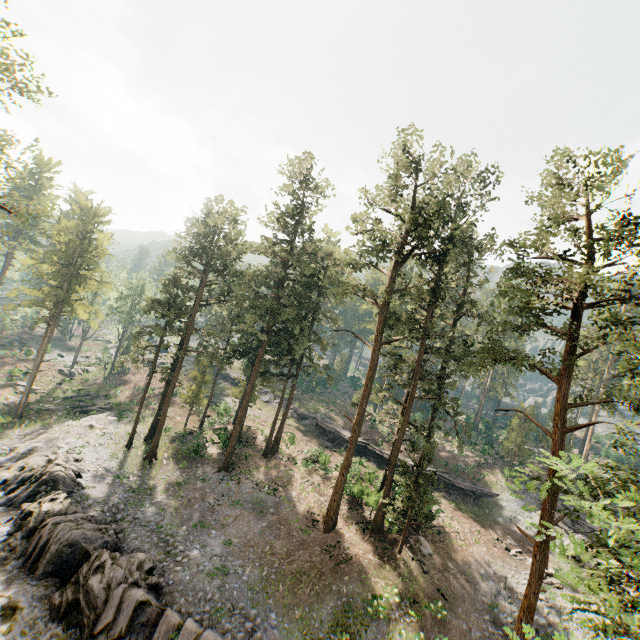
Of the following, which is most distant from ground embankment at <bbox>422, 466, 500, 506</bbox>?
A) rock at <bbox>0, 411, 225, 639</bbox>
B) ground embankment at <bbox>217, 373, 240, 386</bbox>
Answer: rock at <bbox>0, 411, 225, 639</bbox>

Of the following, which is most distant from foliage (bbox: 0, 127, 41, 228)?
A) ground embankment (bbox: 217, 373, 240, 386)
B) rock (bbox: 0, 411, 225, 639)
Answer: ground embankment (bbox: 217, 373, 240, 386)

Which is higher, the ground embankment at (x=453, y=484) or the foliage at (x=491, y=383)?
the foliage at (x=491, y=383)

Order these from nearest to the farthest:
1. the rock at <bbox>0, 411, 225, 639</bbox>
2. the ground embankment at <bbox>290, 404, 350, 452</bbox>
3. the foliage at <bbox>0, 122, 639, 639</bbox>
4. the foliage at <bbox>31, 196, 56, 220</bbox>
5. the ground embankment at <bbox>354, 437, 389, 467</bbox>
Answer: the foliage at <bbox>0, 122, 639, 639</bbox> < the rock at <bbox>0, 411, 225, 639</bbox> < the foliage at <bbox>31, 196, 56, 220</bbox> < the ground embankment at <bbox>354, 437, 389, 467</bbox> < the ground embankment at <bbox>290, 404, 350, 452</bbox>

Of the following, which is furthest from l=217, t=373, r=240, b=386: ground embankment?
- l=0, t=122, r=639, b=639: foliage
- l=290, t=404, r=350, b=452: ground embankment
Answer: l=0, t=122, r=639, b=639: foliage

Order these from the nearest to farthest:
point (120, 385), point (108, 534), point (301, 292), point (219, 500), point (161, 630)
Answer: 1. point (161, 630)
2. point (108, 534)
3. point (219, 500)
4. point (301, 292)
5. point (120, 385)

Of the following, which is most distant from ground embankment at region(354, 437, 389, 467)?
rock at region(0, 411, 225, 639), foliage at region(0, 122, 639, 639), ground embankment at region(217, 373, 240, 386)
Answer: rock at region(0, 411, 225, 639)

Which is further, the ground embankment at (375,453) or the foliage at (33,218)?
the ground embankment at (375,453)
